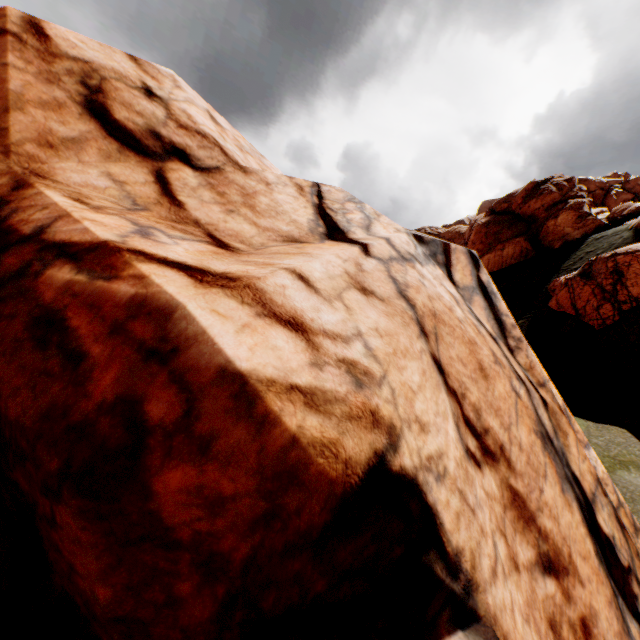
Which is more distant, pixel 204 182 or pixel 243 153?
pixel 243 153

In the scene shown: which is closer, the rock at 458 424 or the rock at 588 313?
the rock at 458 424

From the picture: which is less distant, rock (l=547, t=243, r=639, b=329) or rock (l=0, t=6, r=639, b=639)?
rock (l=0, t=6, r=639, b=639)
